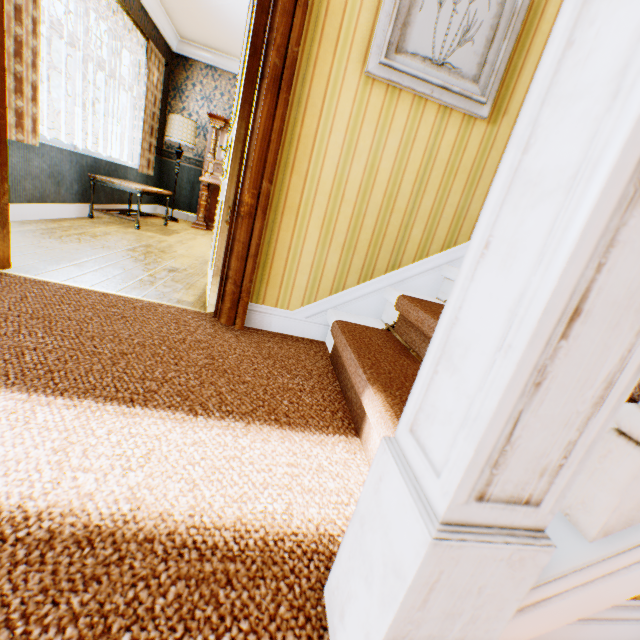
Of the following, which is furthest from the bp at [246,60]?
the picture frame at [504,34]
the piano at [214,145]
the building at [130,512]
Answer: the piano at [214,145]

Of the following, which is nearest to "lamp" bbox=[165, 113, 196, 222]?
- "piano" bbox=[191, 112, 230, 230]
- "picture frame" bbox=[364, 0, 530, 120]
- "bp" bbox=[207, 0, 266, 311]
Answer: "piano" bbox=[191, 112, 230, 230]

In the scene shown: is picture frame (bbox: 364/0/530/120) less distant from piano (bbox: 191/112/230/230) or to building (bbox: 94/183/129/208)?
building (bbox: 94/183/129/208)

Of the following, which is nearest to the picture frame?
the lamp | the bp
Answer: the bp

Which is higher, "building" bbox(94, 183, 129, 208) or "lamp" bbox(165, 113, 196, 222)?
"lamp" bbox(165, 113, 196, 222)

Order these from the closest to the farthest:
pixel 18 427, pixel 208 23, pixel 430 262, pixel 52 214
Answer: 1. pixel 18 427
2. pixel 430 262
3. pixel 52 214
4. pixel 208 23

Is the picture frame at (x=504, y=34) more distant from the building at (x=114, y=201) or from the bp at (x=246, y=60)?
the bp at (x=246, y=60)

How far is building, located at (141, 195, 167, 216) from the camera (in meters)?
6.16
